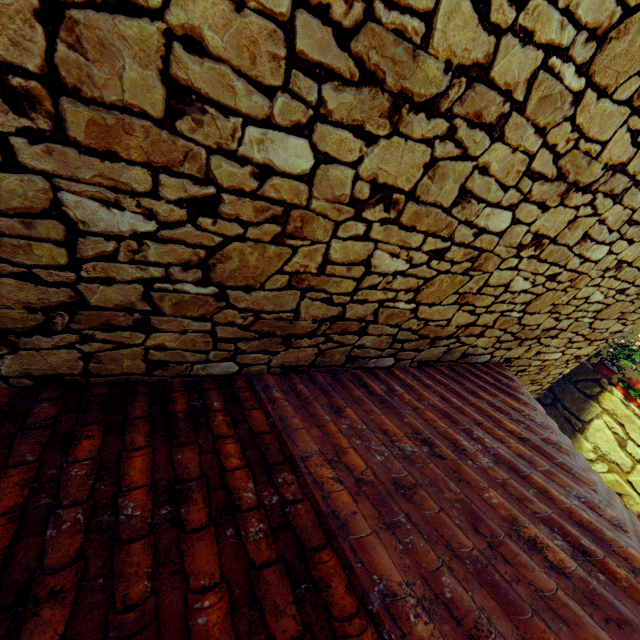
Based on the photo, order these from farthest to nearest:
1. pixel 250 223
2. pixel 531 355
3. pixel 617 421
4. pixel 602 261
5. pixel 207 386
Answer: pixel 617 421 → pixel 531 355 → pixel 602 261 → pixel 207 386 → pixel 250 223
